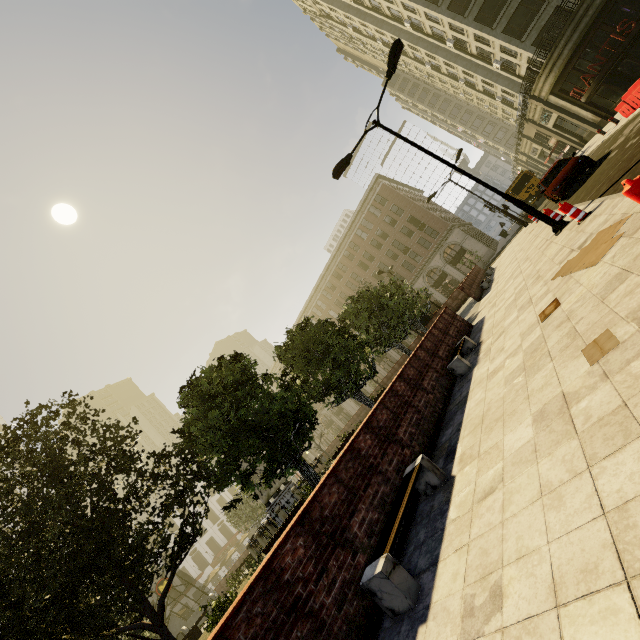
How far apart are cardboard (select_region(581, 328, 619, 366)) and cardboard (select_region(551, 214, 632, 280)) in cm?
240

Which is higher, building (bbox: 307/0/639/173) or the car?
building (bbox: 307/0/639/173)

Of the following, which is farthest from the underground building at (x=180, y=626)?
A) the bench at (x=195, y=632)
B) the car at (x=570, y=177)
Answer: the car at (x=570, y=177)

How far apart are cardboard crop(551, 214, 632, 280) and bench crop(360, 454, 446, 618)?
4.0 meters

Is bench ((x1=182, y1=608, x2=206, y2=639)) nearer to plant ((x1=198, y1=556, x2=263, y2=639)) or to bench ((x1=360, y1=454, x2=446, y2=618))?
plant ((x1=198, y1=556, x2=263, y2=639))

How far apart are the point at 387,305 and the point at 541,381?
15.0m

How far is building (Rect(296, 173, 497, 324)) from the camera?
44.9m

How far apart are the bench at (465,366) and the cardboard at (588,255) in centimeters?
247cm
